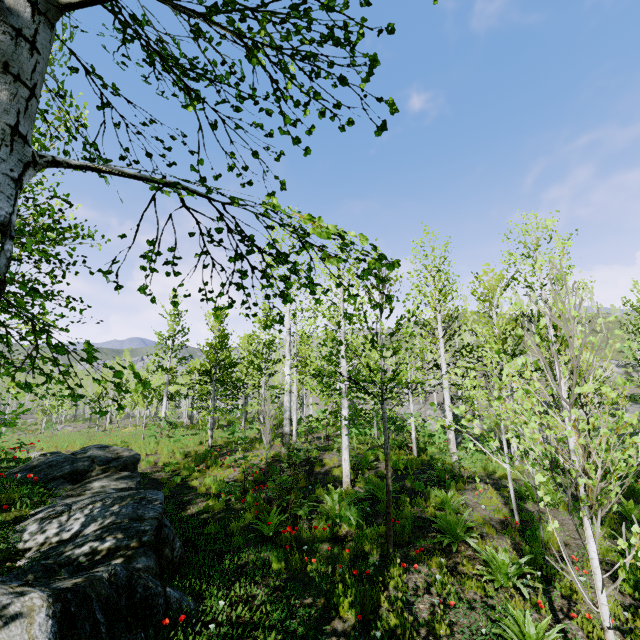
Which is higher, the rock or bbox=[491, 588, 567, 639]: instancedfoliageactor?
the rock

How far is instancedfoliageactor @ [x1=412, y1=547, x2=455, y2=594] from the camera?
5.04m

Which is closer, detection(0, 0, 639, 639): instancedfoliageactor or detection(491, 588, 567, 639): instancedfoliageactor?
detection(0, 0, 639, 639): instancedfoliageactor

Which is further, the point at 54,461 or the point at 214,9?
the point at 54,461

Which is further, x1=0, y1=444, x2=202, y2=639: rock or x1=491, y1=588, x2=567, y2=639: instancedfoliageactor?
x1=491, y1=588, x2=567, y2=639: instancedfoliageactor

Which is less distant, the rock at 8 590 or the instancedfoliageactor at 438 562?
the rock at 8 590

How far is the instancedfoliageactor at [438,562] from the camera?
5.04m

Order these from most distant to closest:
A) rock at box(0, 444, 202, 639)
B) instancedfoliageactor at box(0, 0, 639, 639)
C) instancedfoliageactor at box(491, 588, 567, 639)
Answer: instancedfoliageactor at box(491, 588, 567, 639), rock at box(0, 444, 202, 639), instancedfoliageactor at box(0, 0, 639, 639)
